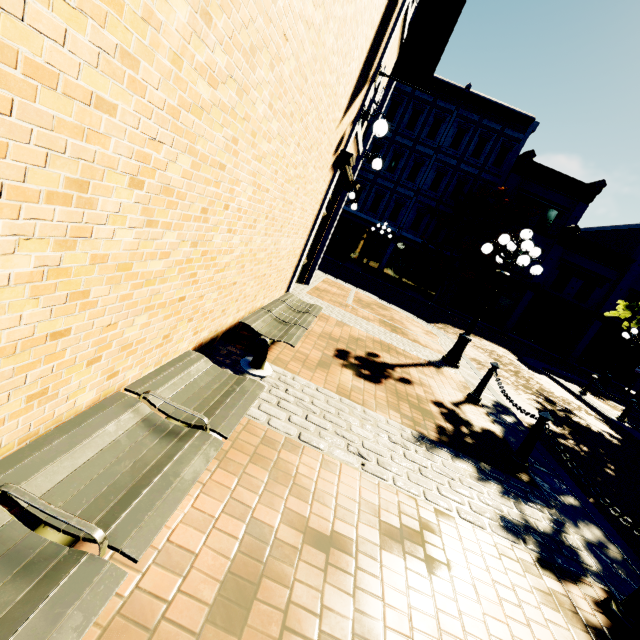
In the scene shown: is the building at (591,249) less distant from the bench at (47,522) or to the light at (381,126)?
the light at (381,126)

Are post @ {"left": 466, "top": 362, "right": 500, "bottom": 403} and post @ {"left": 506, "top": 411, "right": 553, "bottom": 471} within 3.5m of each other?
yes

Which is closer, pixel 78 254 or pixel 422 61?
pixel 78 254

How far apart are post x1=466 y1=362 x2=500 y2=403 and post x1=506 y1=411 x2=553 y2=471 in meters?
1.7 m

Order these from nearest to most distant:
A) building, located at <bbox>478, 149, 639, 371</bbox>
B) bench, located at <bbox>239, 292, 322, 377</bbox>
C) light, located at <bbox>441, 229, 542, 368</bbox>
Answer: bench, located at <bbox>239, 292, 322, 377</bbox>, light, located at <bbox>441, 229, 542, 368</bbox>, building, located at <bbox>478, 149, 639, 371</bbox>

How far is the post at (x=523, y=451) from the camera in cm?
438

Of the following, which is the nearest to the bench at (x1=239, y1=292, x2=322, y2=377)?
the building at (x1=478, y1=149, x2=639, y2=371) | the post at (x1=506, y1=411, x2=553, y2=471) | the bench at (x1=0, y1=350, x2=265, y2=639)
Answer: the bench at (x1=0, y1=350, x2=265, y2=639)

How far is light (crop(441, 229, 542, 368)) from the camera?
7.17m
